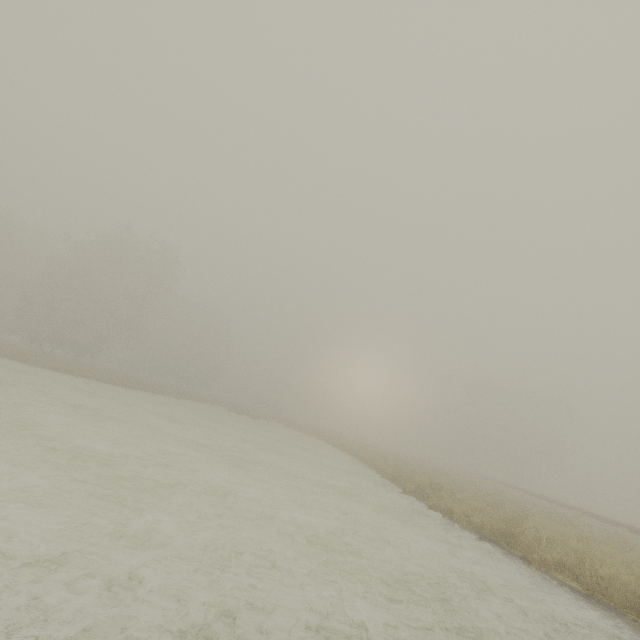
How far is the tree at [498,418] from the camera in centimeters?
5219cm

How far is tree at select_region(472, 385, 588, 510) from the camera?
52.2m

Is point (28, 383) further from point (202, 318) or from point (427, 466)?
point (202, 318)
